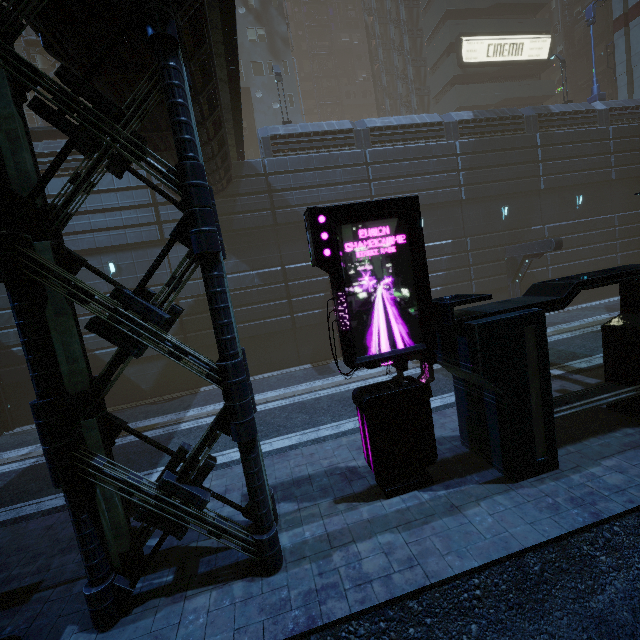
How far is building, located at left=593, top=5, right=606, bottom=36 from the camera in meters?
37.6

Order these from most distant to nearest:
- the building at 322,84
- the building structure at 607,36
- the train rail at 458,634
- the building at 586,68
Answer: the building at 322,84 → the building at 586,68 → the building structure at 607,36 → the train rail at 458,634

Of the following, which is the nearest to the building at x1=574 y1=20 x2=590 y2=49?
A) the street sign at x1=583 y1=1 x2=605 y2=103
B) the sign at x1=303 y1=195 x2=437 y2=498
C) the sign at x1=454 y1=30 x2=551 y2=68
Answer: the sign at x1=454 y1=30 x2=551 y2=68

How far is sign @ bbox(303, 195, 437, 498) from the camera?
6.2 meters

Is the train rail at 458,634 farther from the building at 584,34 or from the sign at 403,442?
the sign at 403,442

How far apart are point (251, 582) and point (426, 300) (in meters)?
5.95

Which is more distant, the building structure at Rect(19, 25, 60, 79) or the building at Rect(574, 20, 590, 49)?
the building at Rect(574, 20, 590, 49)
